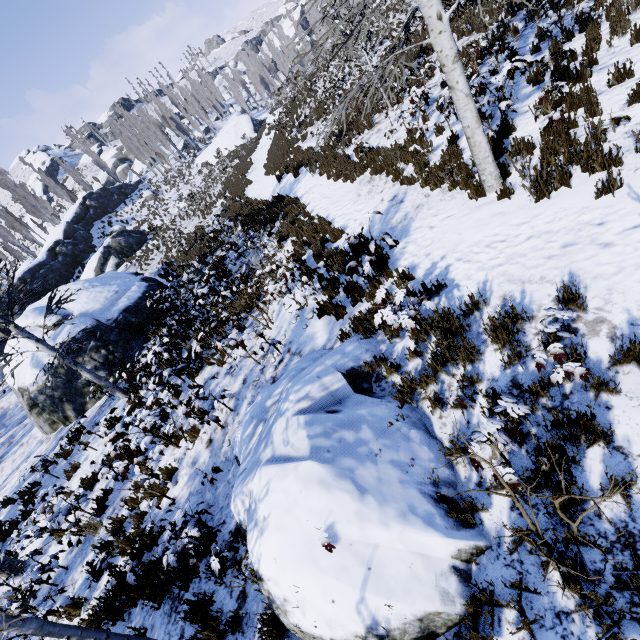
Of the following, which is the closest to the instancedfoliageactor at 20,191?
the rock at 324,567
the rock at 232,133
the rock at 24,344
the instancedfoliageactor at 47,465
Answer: the rock at 232,133

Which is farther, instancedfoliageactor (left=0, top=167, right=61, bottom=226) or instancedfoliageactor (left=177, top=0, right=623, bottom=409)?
instancedfoliageactor (left=0, top=167, right=61, bottom=226)

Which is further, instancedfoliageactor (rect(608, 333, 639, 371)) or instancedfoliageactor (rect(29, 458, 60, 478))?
instancedfoliageactor (rect(29, 458, 60, 478))

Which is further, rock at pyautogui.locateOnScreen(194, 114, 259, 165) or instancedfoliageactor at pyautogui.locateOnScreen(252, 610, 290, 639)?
rock at pyautogui.locateOnScreen(194, 114, 259, 165)

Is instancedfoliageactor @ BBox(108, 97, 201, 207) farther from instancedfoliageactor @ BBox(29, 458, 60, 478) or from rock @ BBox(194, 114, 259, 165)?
instancedfoliageactor @ BBox(29, 458, 60, 478)

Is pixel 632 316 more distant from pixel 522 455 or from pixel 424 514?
pixel 424 514

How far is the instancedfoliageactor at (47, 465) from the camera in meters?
9.2

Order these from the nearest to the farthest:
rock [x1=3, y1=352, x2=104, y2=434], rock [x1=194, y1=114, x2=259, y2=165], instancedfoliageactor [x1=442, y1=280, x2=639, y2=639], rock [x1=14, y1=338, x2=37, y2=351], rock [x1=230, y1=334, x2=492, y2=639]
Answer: instancedfoliageactor [x1=442, y1=280, x2=639, y2=639] → rock [x1=230, y1=334, x2=492, y2=639] → rock [x1=3, y1=352, x2=104, y2=434] → rock [x1=14, y1=338, x2=37, y2=351] → rock [x1=194, y1=114, x2=259, y2=165]
